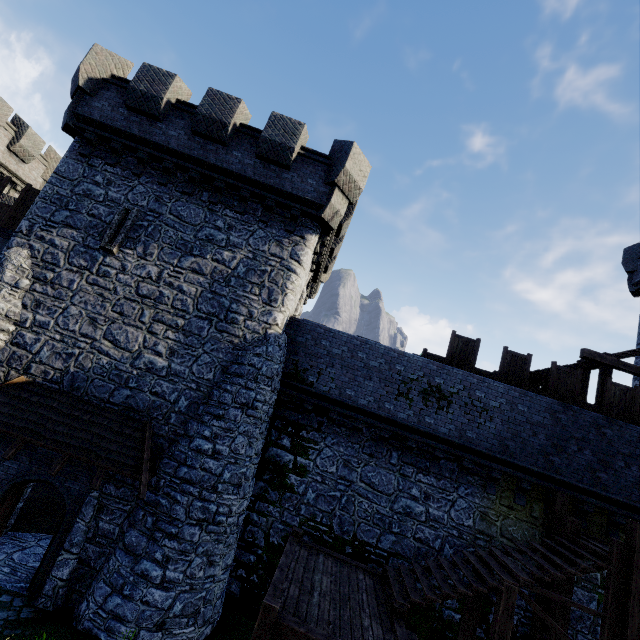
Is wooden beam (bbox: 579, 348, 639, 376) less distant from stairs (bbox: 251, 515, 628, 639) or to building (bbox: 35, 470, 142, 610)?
stairs (bbox: 251, 515, 628, 639)

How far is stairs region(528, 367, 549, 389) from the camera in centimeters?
1337cm

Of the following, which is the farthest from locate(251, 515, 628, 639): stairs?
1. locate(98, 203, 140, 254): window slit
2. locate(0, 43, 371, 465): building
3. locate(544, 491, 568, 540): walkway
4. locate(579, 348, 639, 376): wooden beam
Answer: locate(98, 203, 140, 254): window slit

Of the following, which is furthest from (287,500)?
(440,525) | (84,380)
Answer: (84,380)

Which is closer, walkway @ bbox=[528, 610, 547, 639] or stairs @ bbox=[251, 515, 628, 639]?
stairs @ bbox=[251, 515, 628, 639]

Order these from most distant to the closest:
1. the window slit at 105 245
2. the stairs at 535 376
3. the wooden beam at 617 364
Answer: the stairs at 535 376, the wooden beam at 617 364, the window slit at 105 245

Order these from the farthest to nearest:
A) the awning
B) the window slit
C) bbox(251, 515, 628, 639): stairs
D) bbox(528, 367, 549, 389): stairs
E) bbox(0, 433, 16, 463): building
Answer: bbox(528, 367, 549, 389): stairs, the window slit, bbox(0, 433, 16, 463): building, the awning, bbox(251, 515, 628, 639): stairs

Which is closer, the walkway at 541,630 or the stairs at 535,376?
the walkway at 541,630
